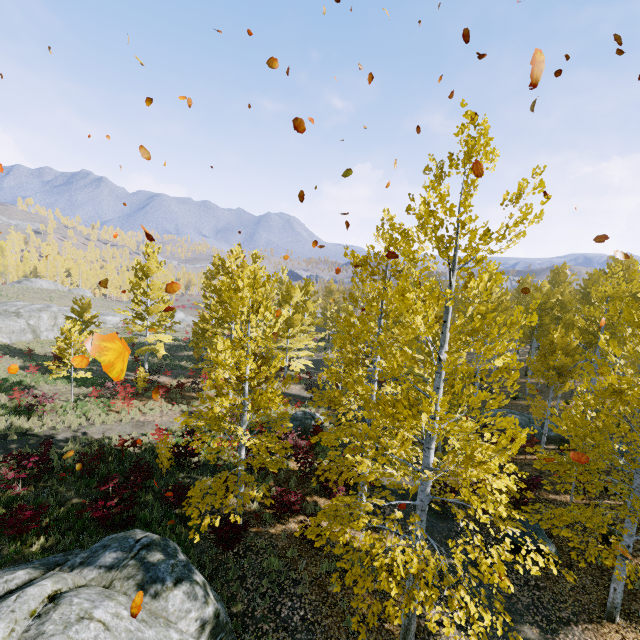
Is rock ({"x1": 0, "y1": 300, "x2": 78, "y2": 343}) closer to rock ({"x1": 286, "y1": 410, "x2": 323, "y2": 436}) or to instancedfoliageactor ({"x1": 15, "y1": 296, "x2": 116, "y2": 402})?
instancedfoliageactor ({"x1": 15, "y1": 296, "x2": 116, "y2": 402})

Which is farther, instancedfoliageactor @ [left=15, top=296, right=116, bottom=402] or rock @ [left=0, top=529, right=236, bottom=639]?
instancedfoliageactor @ [left=15, top=296, right=116, bottom=402]

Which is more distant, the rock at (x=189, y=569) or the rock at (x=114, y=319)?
the rock at (x=114, y=319)

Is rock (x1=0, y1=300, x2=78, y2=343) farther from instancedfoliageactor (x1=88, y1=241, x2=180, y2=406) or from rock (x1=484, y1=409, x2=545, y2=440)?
rock (x1=484, y1=409, x2=545, y2=440)

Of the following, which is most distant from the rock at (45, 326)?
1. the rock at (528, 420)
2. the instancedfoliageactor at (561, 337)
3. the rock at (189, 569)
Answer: the rock at (528, 420)

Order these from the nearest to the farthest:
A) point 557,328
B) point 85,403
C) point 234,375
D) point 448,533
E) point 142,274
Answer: point 234,375 < point 448,533 < point 557,328 < point 85,403 < point 142,274

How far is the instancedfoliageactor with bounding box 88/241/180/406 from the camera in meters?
21.1 m

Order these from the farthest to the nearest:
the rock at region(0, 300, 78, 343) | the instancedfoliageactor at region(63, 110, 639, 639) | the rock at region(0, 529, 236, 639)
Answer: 1. the rock at region(0, 300, 78, 343)
2. the instancedfoliageactor at region(63, 110, 639, 639)
3. the rock at region(0, 529, 236, 639)
